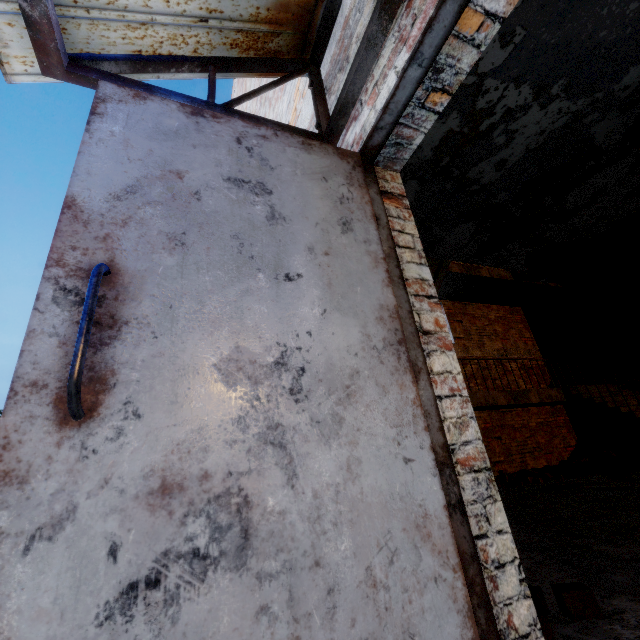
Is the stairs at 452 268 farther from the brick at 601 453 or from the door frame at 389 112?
the door frame at 389 112

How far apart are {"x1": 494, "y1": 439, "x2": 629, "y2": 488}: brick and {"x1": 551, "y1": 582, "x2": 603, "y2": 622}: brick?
7.16m

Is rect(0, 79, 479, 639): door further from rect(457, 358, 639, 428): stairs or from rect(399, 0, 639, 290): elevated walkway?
rect(457, 358, 639, 428): stairs

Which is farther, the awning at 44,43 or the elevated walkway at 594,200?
the elevated walkway at 594,200

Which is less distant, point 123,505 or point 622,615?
point 123,505

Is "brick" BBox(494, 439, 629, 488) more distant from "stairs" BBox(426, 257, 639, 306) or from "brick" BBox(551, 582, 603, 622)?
"brick" BBox(551, 582, 603, 622)

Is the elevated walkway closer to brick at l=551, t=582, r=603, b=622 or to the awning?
the awning

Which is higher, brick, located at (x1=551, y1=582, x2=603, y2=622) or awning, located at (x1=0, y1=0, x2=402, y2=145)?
awning, located at (x1=0, y1=0, x2=402, y2=145)
